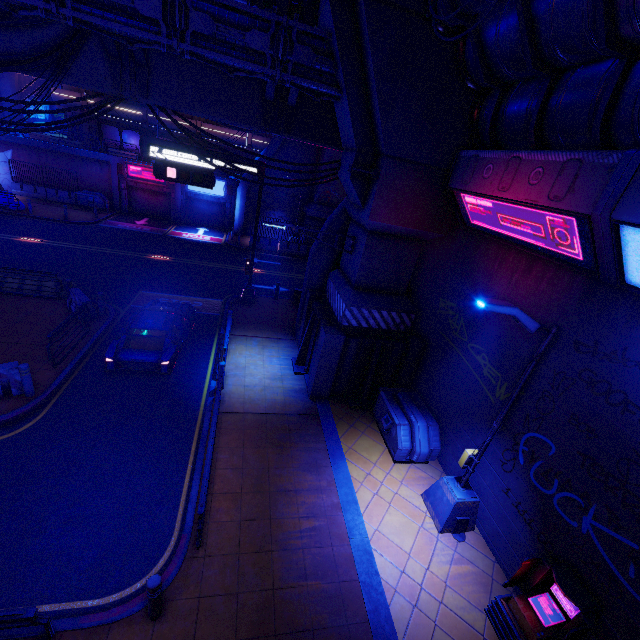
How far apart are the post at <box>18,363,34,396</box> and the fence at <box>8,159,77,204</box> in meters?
26.6 m

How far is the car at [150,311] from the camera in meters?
10.2 m

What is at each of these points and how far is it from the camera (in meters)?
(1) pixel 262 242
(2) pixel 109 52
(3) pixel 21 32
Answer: (1) fence, 28.12
(2) walkway, 10.25
(3) walkway, 9.87

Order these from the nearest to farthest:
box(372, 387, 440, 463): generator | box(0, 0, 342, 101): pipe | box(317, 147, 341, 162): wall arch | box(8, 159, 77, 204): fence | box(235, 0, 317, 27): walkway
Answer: box(0, 0, 342, 101): pipe, box(235, 0, 317, 27): walkway, box(372, 387, 440, 463): generator, box(317, 147, 341, 162): wall arch, box(8, 159, 77, 204): fence

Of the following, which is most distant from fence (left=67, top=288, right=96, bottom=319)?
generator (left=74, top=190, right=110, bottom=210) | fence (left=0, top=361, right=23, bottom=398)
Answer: generator (left=74, top=190, right=110, bottom=210)

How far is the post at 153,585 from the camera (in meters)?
5.24

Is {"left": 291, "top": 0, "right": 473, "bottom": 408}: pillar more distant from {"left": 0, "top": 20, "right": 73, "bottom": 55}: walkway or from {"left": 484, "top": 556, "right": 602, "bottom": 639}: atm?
{"left": 484, "top": 556, "right": 602, "bottom": 639}: atm

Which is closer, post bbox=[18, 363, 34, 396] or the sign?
post bbox=[18, 363, 34, 396]
